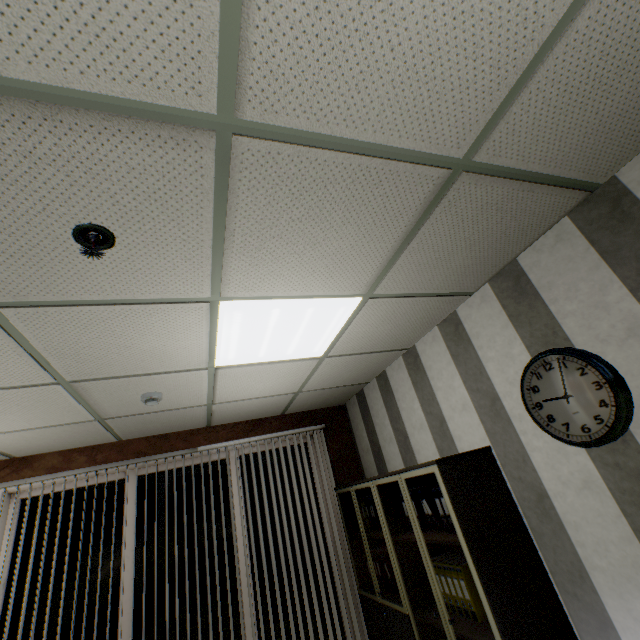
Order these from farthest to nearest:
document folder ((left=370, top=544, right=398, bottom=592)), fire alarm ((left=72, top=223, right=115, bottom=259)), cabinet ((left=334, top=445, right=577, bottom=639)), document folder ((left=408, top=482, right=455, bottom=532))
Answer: document folder ((left=370, top=544, right=398, bottom=592))
document folder ((left=408, top=482, right=455, bottom=532))
cabinet ((left=334, top=445, right=577, bottom=639))
fire alarm ((left=72, top=223, right=115, bottom=259))

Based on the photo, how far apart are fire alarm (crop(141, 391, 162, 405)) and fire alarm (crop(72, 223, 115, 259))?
1.9m

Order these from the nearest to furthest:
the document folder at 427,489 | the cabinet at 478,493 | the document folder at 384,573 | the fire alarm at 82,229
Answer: the fire alarm at 82,229
the cabinet at 478,493
the document folder at 427,489
the document folder at 384,573

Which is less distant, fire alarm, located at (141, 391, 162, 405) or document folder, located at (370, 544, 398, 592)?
fire alarm, located at (141, 391, 162, 405)

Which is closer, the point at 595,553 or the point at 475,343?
the point at 595,553

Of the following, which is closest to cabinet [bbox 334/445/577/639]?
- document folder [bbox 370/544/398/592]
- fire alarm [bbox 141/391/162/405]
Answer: document folder [bbox 370/544/398/592]

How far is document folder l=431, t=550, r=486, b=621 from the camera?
2.3m

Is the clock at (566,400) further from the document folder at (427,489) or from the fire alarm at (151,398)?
the fire alarm at (151,398)
